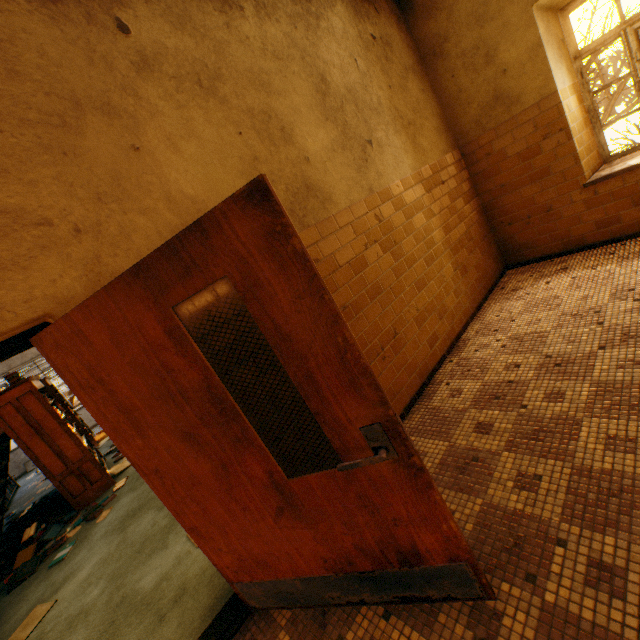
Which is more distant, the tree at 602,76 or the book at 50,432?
the tree at 602,76

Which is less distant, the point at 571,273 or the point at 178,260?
the point at 178,260

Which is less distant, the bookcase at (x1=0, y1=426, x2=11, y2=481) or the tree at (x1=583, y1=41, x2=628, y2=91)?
the bookcase at (x1=0, y1=426, x2=11, y2=481)

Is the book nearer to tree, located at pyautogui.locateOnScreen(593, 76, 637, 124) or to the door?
the door

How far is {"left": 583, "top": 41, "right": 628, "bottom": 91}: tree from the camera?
8.0m

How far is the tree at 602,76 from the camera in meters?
8.0

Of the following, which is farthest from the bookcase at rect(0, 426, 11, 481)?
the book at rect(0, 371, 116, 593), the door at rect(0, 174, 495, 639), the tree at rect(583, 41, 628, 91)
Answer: the tree at rect(583, 41, 628, 91)

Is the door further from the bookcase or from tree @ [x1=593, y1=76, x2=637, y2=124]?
tree @ [x1=593, y1=76, x2=637, y2=124]
